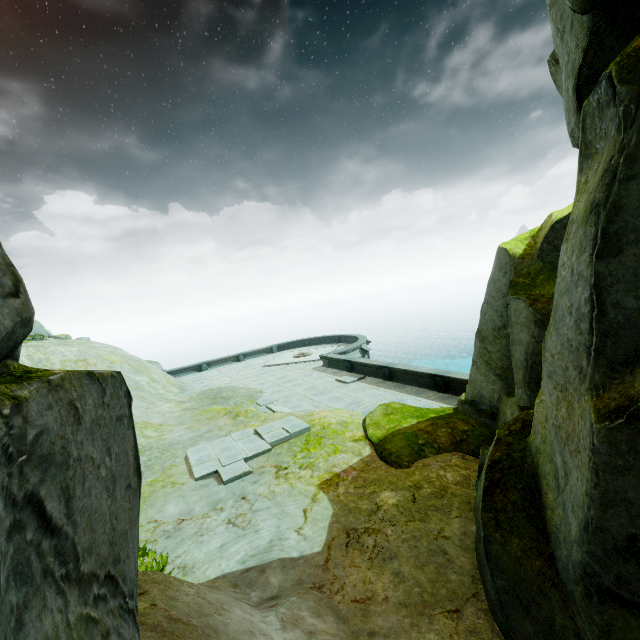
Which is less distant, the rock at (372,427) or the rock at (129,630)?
the rock at (129,630)

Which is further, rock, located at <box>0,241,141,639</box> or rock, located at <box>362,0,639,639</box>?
rock, located at <box>362,0,639,639</box>

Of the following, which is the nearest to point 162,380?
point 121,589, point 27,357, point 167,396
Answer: point 167,396
